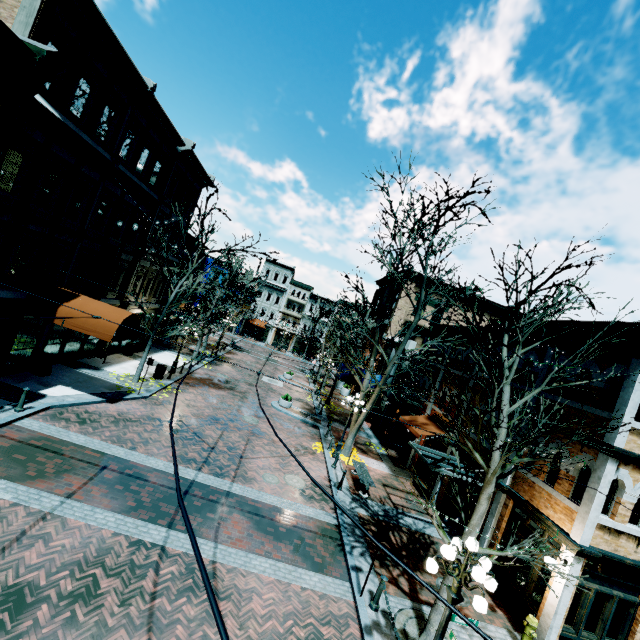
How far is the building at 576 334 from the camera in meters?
10.9 m

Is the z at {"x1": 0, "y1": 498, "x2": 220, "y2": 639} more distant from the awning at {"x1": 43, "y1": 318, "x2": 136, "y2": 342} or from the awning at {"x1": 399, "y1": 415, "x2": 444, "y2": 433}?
the awning at {"x1": 399, "y1": 415, "x2": 444, "y2": 433}

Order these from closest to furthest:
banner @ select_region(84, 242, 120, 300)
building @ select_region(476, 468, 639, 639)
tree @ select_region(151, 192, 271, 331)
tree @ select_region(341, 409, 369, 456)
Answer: building @ select_region(476, 468, 639, 639) → banner @ select_region(84, 242, 120, 300) → tree @ select_region(151, 192, 271, 331) → tree @ select_region(341, 409, 369, 456)

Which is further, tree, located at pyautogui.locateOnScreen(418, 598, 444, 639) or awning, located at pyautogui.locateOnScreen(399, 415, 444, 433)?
awning, located at pyautogui.locateOnScreen(399, 415, 444, 433)

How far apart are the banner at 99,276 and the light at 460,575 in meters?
17.4 m

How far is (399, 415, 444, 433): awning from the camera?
17.11m

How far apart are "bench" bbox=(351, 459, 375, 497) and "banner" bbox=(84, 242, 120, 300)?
15.0m

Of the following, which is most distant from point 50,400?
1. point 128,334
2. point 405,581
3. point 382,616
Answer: point 405,581
